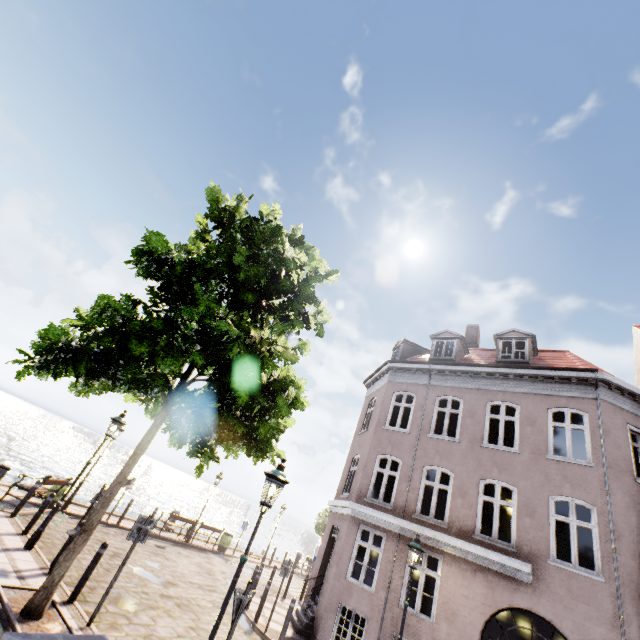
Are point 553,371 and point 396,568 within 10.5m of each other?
yes

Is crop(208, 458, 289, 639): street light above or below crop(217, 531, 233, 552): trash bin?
above

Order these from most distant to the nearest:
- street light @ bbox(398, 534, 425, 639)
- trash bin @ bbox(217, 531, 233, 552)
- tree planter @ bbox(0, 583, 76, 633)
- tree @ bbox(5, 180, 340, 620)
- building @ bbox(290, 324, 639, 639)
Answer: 1. trash bin @ bbox(217, 531, 233, 552)
2. building @ bbox(290, 324, 639, 639)
3. street light @ bbox(398, 534, 425, 639)
4. tree @ bbox(5, 180, 340, 620)
5. tree planter @ bbox(0, 583, 76, 633)

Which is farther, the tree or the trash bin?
the trash bin

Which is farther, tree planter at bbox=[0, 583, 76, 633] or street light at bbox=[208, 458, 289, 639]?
tree planter at bbox=[0, 583, 76, 633]

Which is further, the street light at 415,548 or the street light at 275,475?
the street light at 415,548

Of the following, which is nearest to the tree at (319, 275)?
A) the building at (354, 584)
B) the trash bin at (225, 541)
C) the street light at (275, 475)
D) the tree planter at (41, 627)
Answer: the tree planter at (41, 627)

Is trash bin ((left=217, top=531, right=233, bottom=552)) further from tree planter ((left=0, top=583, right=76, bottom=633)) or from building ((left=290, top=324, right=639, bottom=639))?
tree planter ((left=0, top=583, right=76, bottom=633))
